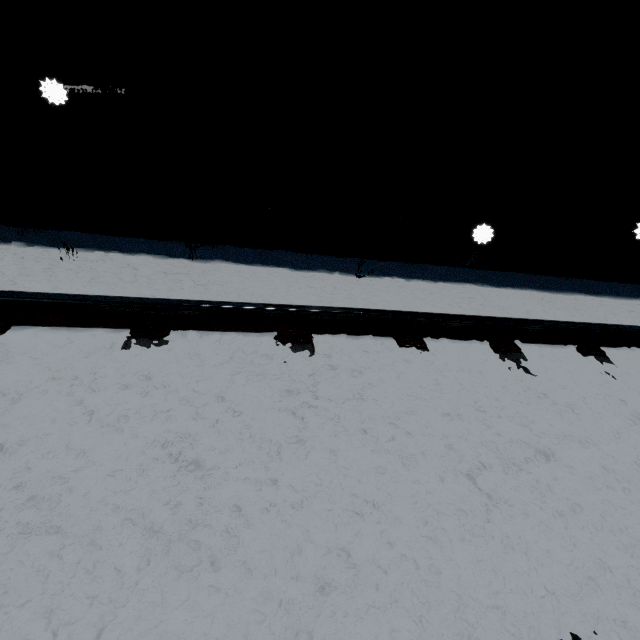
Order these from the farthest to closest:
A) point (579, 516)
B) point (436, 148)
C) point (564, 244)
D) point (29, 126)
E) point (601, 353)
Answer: point (564, 244), point (436, 148), point (29, 126), point (601, 353), point (579, 516)
